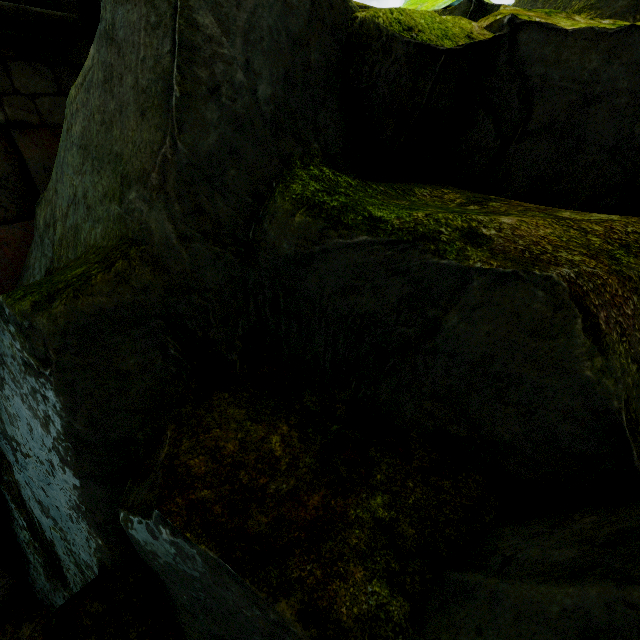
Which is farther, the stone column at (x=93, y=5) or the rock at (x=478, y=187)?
the stone column at (x=93, y=5)

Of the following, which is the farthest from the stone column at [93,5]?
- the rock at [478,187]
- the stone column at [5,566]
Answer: the stone column at [5,566]

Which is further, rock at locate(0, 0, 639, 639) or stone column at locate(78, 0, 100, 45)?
stone column at locate(78, 0, 100, 45)

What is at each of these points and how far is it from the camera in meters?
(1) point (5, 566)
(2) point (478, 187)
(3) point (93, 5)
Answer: (1) stone column, 3.7 m
(2) rock, 2.6 m
(3) stone column, 3.4 m

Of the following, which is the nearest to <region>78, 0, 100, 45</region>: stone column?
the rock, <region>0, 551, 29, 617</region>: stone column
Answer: the rock

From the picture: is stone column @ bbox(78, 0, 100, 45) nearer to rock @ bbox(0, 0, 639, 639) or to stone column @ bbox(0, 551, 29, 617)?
rock @ bbox(0, 0, 639, 639)
